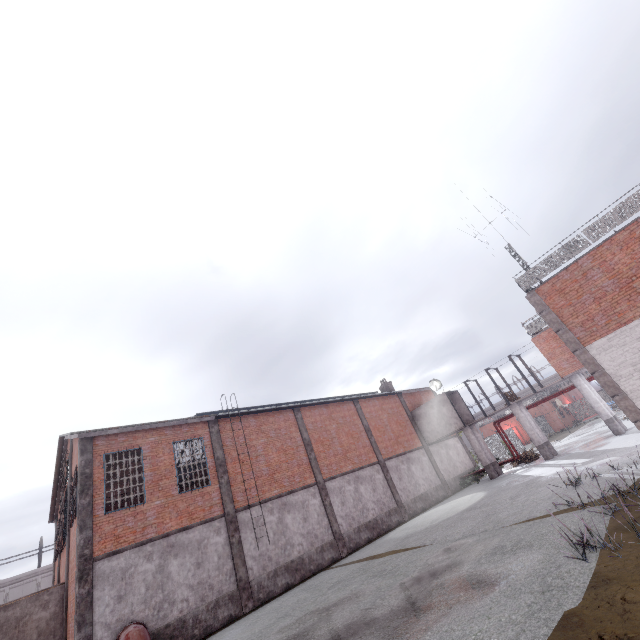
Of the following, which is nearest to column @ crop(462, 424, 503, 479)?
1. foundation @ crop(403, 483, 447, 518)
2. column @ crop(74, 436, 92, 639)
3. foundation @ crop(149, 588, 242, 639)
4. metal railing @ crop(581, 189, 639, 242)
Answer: foundation @ crop(403, 483, 447, 518)

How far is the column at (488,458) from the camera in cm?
2452

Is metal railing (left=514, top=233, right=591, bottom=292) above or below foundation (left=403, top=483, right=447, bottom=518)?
above

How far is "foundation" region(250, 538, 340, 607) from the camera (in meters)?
14.92

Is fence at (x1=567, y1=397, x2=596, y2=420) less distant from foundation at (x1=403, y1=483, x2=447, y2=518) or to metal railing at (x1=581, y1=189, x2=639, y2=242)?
metal railing at (x1=581, y1=189, x2=639, y2=242)

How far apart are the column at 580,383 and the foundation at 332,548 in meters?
17.8

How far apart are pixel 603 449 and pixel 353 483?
14.0 meters

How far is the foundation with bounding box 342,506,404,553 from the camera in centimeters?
1881cm
